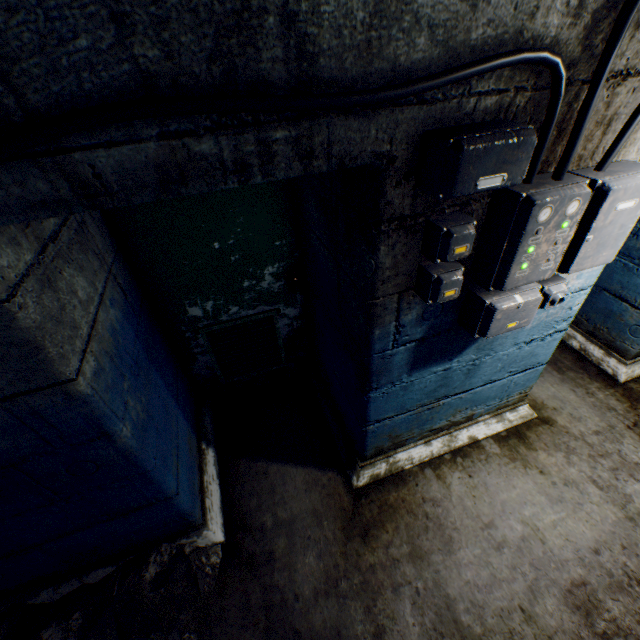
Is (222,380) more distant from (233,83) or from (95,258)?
(233,83)

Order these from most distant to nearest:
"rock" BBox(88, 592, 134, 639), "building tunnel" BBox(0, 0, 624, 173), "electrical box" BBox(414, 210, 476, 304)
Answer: "rock" BBox(88, 592, 134, 639) → "electrical box" BBox(414, 210, 476, 304) → "building tunnel" BBox(0, 0, 624, 173)

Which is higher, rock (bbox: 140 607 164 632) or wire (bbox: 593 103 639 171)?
wire (bbox: 593 103 639 171)

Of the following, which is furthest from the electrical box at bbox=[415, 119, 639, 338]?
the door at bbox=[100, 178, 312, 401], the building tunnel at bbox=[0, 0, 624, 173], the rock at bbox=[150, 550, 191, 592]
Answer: the rock at bbox=[150, 550, 191, 592]

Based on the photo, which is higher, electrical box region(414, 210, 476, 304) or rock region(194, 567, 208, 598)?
electrical box region(414, 210, 476, 304)

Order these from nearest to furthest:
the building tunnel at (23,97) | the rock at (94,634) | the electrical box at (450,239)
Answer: the building tunnel at (23,97)
the electrical box at (450,239)
the rock at (94,634)

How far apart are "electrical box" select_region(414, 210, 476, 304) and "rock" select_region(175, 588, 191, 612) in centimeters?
201cm

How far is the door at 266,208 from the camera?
1.9m
